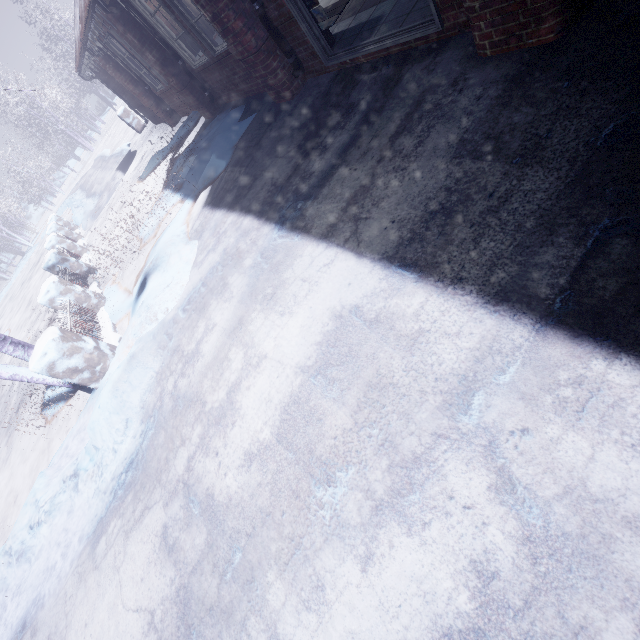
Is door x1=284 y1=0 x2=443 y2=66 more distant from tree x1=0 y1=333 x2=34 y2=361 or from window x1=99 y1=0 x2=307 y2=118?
tree x1=0 y1=333 x2=34 y2=361

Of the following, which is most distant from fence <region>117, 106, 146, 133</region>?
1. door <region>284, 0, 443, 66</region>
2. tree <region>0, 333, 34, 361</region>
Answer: door <region>284, 0, 443, 66</region>

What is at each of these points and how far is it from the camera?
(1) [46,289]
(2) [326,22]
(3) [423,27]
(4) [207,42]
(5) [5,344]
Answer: (1) fence, 5.25m
(2) bench, 3.64m
(3) door, 2.78m
(4) window, 4.92m
(5) tree, 4.09m

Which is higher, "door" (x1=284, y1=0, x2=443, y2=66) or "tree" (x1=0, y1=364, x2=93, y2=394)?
"tree" (x1=0, y1=364, x2=93, y2=394)

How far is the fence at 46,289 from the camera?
3.6m

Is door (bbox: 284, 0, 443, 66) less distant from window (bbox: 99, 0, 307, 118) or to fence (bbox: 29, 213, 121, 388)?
window (bbox: 99, 0, 307, 118)

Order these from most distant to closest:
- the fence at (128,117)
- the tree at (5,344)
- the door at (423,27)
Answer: the fence at (128,117) < the tree at (5,344) < the door at (423,27)

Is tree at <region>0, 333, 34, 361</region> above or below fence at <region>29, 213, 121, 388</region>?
above
